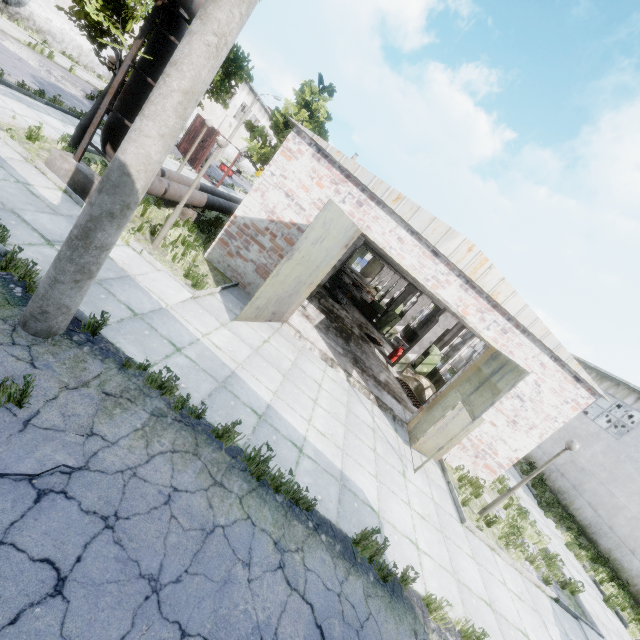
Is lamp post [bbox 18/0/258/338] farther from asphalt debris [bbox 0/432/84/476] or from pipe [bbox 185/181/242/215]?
pipe [bbox 185/181/242/215]

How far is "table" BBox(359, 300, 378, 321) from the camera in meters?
23.2 m

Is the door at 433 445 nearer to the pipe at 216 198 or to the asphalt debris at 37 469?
the asphalt debris at 37 469

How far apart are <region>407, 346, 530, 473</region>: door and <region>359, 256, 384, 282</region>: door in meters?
47.9 m

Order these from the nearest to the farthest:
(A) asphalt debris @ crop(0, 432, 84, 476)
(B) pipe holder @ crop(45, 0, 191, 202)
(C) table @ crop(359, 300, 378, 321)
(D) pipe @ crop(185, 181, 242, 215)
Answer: (A) asphalt debris @ crop(0, 432, 84, 476)
(B) pipe holder @ crop(45, 0, 191, 202)
(D) pipe @ crop(185, 181, 242, 215)
(C) table @ crop(359, 300, 378, 321)

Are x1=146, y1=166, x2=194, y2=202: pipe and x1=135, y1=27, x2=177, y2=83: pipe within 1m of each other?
yes

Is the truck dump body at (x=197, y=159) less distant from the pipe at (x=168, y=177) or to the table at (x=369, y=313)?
the pipe at (x=168, y=177)

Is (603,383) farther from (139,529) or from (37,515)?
(37,515)
